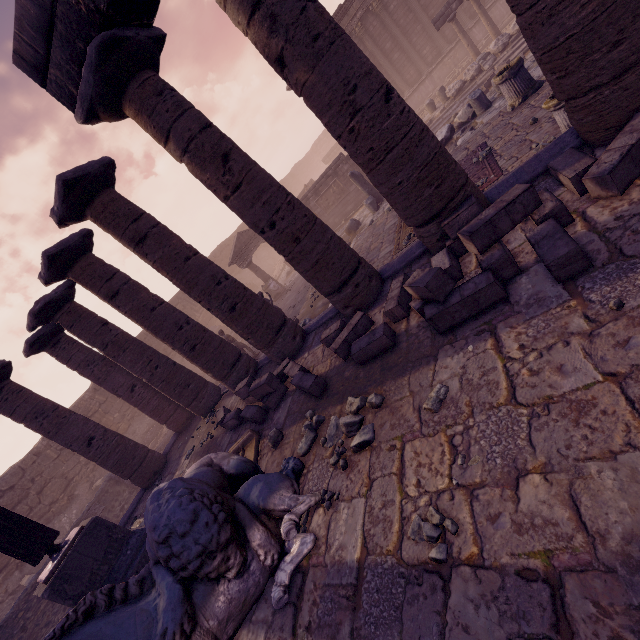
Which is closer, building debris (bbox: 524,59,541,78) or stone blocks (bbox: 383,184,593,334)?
stone blocks (bbox: 383,184,593,334)

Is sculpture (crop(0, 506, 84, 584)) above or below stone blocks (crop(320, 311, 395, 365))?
above

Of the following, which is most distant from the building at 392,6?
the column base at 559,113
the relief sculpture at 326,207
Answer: the column base at 559,113

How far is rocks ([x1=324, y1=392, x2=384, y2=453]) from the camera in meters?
3.8 m

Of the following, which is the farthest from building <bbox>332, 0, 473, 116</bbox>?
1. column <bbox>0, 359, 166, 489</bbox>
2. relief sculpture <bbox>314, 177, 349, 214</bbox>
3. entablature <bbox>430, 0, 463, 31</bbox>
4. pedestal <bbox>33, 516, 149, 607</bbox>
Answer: pedestal <bbox>33, 516, 149, 607</bbox>

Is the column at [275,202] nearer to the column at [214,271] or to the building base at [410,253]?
the building base at [410,253]

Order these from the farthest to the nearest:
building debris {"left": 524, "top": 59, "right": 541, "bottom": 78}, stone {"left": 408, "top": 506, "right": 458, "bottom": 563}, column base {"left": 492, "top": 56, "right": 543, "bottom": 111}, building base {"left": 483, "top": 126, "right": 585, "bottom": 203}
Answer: building debris {"left": 524, "top": 59, "right": 541, "bottom": 78} < column base {"left": 492, "top": 56, "right": 543, "bottom": 111} < building base {"left": 483, "top": 126, "right": 585, "bottom": 203} < stone {"left": 408, "top": 506, "right": 458, "bottom": 563}

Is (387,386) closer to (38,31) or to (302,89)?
(302,89)
